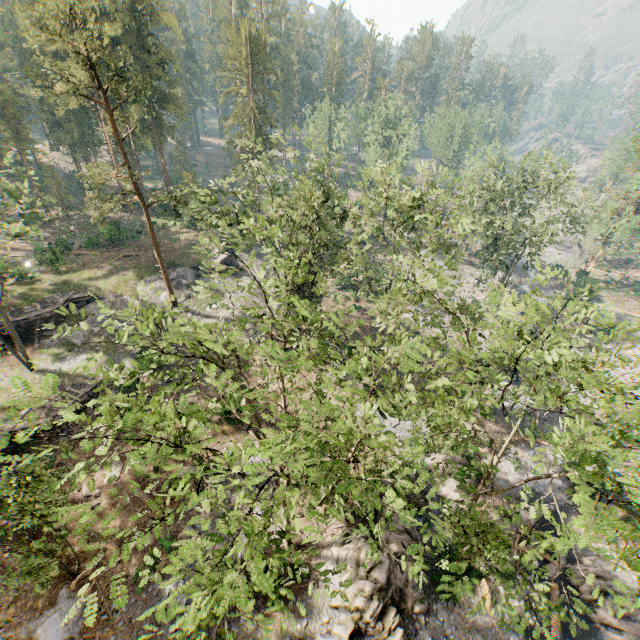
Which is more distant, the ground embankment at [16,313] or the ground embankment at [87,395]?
the ground embankment at [16,313]

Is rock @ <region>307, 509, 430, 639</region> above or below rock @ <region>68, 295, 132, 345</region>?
below

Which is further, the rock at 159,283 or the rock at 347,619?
the rock at 159,283

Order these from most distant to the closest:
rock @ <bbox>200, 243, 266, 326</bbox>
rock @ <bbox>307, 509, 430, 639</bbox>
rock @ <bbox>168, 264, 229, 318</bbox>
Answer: rock @ <bbox>168, 264, 229, 318</bbox>, rock @ <bbox>200, 243, 266, 326</bbox>, rock @ <bbox>307, 509, 430, 639</bbox>

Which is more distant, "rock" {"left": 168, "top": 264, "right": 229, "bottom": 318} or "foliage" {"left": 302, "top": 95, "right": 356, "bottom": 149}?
"foliage" {"left": 302, "top": 95, "right": 356, "bottom": 149}

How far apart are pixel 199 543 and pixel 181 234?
47.8m

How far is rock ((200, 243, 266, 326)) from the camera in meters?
35.5

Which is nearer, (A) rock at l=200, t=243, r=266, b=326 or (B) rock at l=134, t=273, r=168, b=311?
(B) rock at l=134, t=273, r=168, b=311
